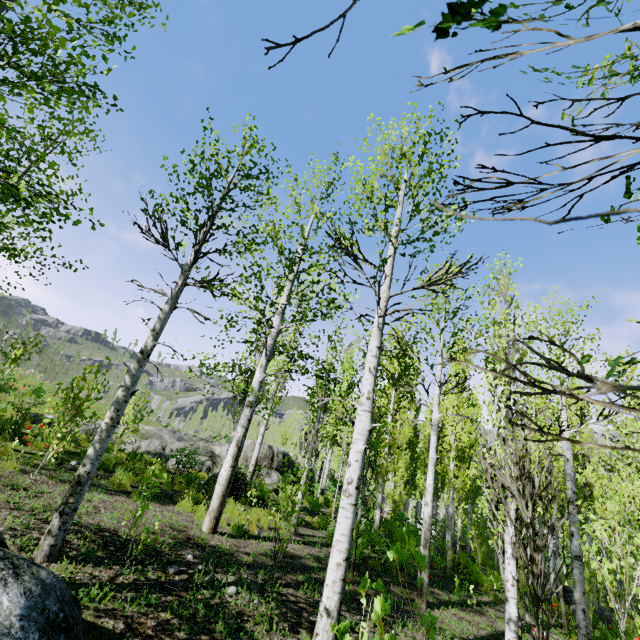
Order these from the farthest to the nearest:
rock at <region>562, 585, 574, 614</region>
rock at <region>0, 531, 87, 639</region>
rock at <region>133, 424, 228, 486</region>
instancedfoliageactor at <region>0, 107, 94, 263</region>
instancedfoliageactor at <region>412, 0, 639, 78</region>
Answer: rock at <region>133, 424, 228, 486</region>
rock at <region>562, 585, 574, 614</region>
instancedfoliageactor at <region>0, 107, 94, 263</region>
rock at <region>0, 531, 87, 639</region>
instancedfoliageactor at <region>412, 0, 639, 78</region>

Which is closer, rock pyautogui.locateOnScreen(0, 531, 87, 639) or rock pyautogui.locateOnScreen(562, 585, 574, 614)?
rock pyautogui.locateOnScreen(0, 531, 87, 639)

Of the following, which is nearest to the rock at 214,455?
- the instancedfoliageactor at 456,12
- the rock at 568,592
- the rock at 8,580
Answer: the instancedfoliageactor at 456,12

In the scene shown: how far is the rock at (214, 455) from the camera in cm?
1325

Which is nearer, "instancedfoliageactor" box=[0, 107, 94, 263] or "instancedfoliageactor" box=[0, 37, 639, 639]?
"instancedfoliageactor" box=[0, 37, 639, 639]

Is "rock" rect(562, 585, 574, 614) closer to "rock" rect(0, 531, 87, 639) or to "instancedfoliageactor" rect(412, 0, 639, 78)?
"instancedfoliageactor" rect(412, 0, 639, 78)

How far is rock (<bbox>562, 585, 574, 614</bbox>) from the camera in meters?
12.4

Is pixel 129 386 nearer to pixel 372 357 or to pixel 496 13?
pixel 372 357
